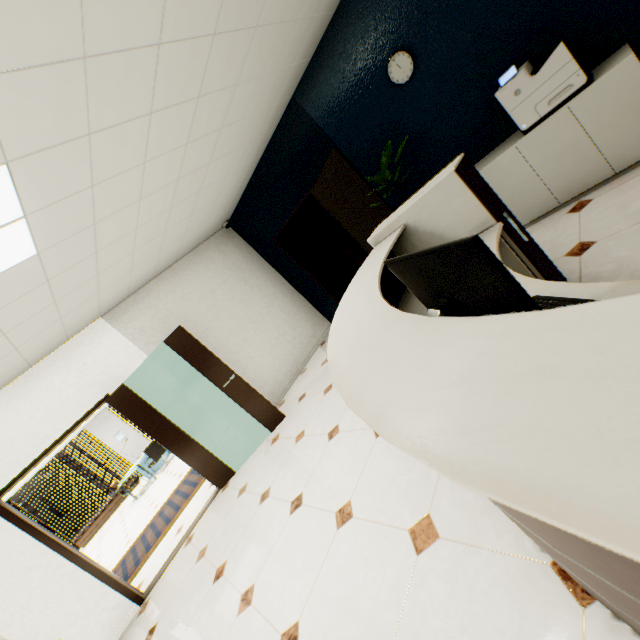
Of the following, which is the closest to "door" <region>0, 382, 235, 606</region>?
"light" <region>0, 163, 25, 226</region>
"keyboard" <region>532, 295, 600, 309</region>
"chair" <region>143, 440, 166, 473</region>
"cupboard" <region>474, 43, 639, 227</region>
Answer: "light" <region>0, 163, 25, 226</region>

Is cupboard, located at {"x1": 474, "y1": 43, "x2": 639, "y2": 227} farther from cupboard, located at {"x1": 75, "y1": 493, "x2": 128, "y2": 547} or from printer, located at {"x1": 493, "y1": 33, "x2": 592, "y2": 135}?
cupboard, located at {"x1": 75, "y1": 493, "x2": 128, "y2": 547}

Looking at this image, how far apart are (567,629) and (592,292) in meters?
1.1 m

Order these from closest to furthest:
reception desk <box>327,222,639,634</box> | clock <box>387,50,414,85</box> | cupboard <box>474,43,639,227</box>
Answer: reception desk <box>327,222,639,634</box> → cupboard <box>474,43,639,227</box> → clock <box>387,50,414,85</box>

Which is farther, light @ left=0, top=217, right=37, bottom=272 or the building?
the building

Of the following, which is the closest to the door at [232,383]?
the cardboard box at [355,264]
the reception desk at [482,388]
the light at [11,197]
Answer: the light at [11,197]

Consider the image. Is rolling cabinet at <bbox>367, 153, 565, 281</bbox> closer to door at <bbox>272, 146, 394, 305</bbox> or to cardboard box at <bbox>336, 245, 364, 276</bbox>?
door at <bbox>272, 146, 394, 305</bbox>

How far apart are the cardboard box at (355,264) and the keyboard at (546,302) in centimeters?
616cm
